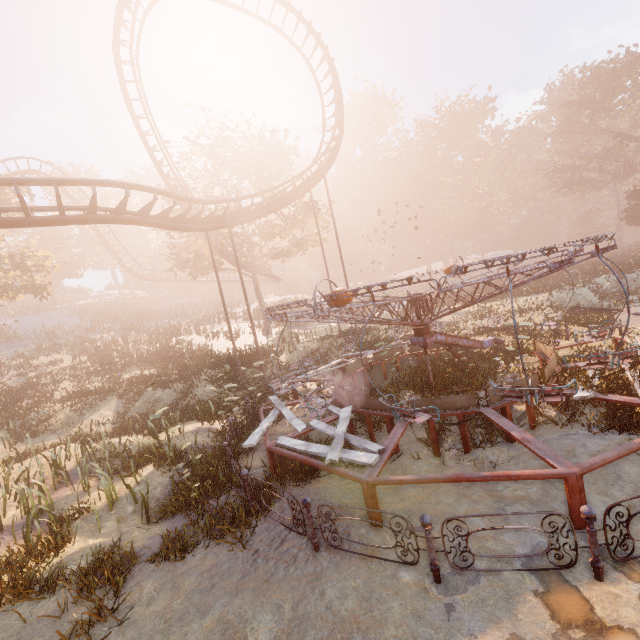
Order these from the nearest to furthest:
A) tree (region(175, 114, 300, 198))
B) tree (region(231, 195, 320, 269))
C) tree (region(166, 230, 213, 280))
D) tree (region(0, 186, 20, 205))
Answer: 1. tree (region(0, 186, 20, 205))
2. tree (region(175, 114, 300, 198))
3. tree (region(166, 230, 213, 280))
4. tree (region(231, 195, 320, 269))

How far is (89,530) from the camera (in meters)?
7.80

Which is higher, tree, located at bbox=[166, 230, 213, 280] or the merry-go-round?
tree, located at bbox=[166, 230, 213, 280]

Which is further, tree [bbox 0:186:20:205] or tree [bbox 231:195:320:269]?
tree [bbox 231:195:320:269]

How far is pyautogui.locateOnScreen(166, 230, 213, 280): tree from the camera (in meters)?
26.61

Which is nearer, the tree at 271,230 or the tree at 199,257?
the tree at 199,257

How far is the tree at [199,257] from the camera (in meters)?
26.61

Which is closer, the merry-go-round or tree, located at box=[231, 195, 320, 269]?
the merry-go-round
